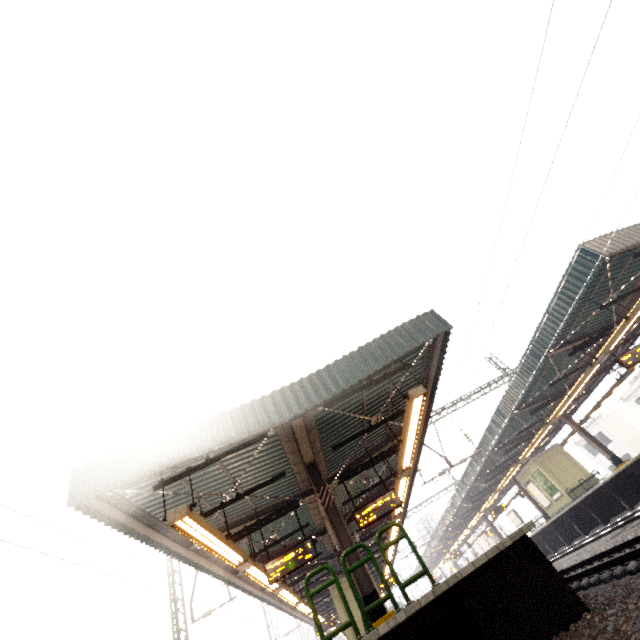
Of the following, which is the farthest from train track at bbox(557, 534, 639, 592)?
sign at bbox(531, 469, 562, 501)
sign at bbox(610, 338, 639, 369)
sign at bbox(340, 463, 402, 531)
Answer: sign at bbox(531, 469, 562, 501)

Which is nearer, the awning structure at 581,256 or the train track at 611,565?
the train track at 611,565

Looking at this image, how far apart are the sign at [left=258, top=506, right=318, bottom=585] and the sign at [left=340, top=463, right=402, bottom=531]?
1.3m

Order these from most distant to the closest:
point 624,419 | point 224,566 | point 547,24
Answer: point 624,419 → point 224,566 → point 547,24

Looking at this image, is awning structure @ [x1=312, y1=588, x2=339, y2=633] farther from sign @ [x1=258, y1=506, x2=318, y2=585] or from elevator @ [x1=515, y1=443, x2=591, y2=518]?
elevator @ [x1=515, y1=443, x2=591, y2=518]

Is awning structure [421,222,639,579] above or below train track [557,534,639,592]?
above

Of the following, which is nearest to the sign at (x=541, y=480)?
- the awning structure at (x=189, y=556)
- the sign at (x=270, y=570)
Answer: the awning structure at (x=189, y=556)

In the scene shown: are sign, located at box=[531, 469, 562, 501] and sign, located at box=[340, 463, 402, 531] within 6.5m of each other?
no
